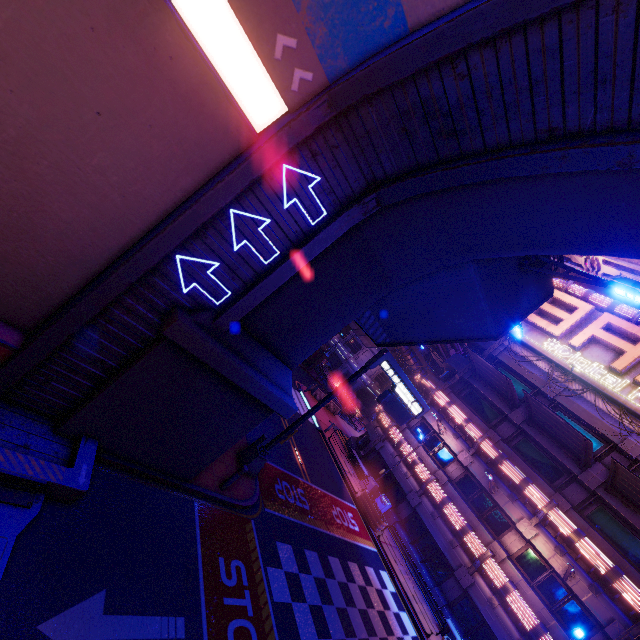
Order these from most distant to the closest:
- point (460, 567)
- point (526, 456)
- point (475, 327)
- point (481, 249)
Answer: point (526, 456)
point (460, 567)
point (475, 327)
point (481, 249)

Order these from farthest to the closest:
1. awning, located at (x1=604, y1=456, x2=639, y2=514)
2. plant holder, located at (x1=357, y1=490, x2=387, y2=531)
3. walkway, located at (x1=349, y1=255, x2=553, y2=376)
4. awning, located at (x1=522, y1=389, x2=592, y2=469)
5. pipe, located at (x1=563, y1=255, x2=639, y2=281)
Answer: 1. pipe, located at (x1=563, y1=255, x2=639, y2=281)
2. plant holder, located at (x1=357, y1=490, x2=387, y2=531)
3. awning, located at (x1=522, y1=389, x2=592, y2=469)
4. awning, located at (x1=604, y1=456, x2=639, y2=514)
5. walkway, located at (x1=349, y1=255, x2=553, y2=376)

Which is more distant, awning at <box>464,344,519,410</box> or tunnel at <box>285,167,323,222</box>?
awning at <box>464,344,519,410</box>

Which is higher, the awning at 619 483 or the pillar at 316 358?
the awning at 619 483

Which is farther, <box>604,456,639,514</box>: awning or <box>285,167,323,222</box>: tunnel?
<box>604,456,639,514</box>: awning

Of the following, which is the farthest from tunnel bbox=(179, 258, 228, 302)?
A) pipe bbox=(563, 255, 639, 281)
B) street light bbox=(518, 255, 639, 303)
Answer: pipe bbox=(563, 255, 639, 281)

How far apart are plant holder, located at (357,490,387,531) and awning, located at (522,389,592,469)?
11.5 meters

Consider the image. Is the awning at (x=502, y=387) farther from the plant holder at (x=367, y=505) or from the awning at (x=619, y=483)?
the plant holder at (x=367, y=505)
